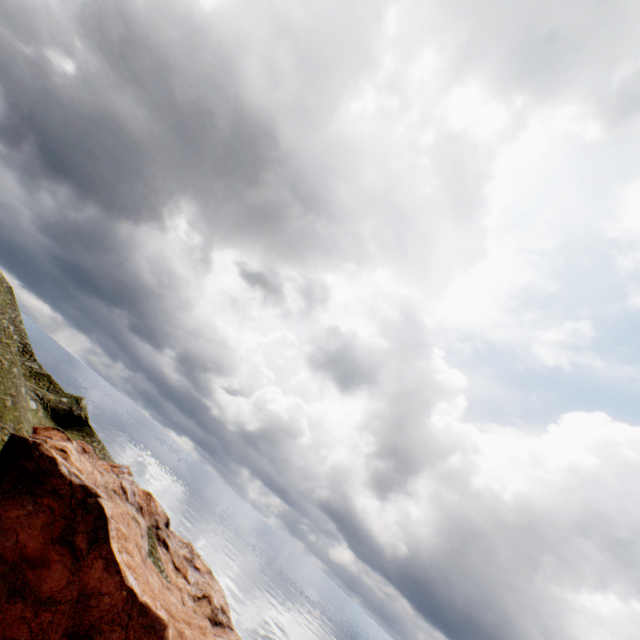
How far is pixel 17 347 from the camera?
32.0 meters
